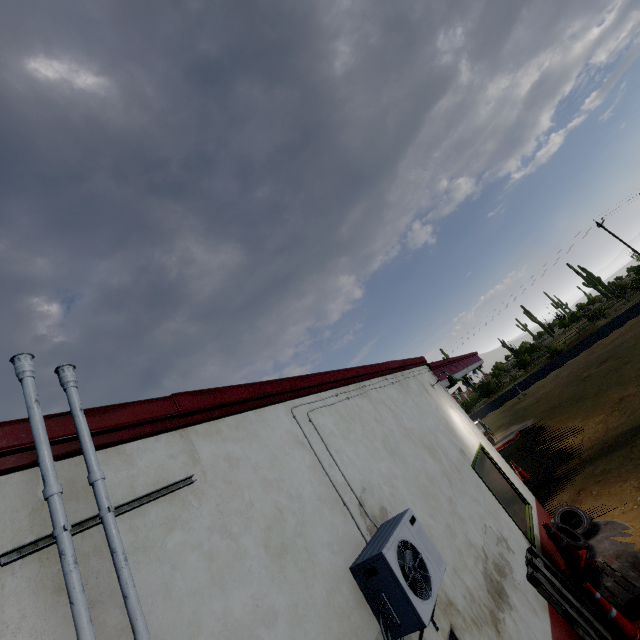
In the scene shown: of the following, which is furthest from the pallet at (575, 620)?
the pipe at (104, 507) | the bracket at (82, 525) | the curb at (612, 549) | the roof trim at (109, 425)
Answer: the bracket at (82, 525)

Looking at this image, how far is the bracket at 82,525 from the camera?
1.66m

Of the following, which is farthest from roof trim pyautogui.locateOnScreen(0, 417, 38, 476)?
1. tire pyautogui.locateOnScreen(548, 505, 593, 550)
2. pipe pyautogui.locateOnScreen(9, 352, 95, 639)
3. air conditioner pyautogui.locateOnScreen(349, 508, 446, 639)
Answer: tire pyautogui.locateOnScreen(548, 505, 593, 550)

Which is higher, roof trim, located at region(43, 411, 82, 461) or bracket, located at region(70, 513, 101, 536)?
roof trim, located at region(43, 411, 82, 461)

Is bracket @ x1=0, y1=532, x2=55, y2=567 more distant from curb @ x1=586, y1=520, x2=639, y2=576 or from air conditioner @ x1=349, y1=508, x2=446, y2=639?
curb @ x1=586, y1=520, x2=639, y2=576

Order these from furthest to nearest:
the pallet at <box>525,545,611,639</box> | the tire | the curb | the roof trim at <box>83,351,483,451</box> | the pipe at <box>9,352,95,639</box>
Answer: the tire
the curb
the pallet at <box>525,545,611,639</box>
the roof trim at <box>83,351,483,451</box>
the pipe at <box>9,352,95,639</box>

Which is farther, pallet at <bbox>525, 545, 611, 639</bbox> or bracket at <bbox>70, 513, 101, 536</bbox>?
pallet at <bbox>525, 545, 611, 639</bbox>

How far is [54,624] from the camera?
1.4 meters
